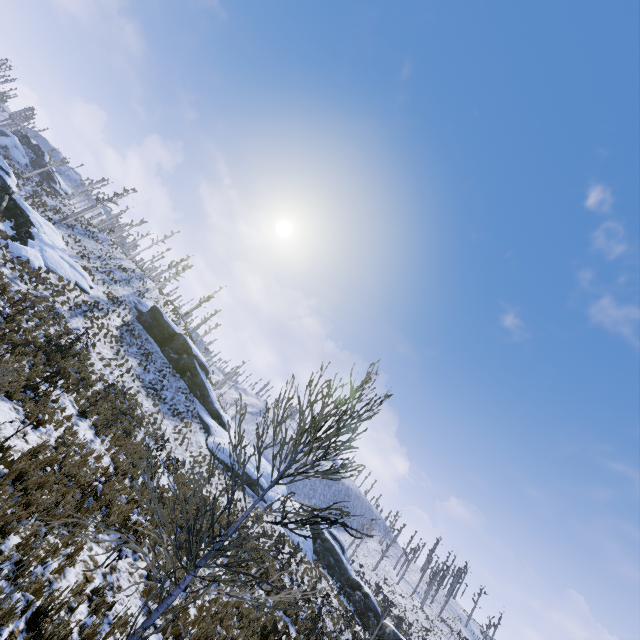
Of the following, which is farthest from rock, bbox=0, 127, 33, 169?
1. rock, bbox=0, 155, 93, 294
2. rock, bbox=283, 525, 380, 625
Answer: rock, bbox=283, 525, 380, 625

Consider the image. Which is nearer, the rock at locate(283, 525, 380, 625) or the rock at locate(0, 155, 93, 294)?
the rock at locate(0, 155, 93, 294)

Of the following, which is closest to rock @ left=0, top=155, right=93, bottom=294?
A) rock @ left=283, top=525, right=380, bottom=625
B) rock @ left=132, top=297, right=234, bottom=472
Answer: rock @ left=132, top=297, right=234, bottom=472

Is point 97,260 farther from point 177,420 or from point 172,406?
point 177,420

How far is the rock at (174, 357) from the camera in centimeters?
3074cm

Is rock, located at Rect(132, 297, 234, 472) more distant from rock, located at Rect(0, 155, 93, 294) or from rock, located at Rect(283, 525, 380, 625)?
rock, located at Rect(283, 525, 380, 625)

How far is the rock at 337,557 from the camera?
28.2 meters

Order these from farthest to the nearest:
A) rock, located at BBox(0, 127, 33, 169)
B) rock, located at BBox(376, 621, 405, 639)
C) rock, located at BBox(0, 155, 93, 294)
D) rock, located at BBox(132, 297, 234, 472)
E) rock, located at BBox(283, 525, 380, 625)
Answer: rock, located at BBox(0, 127, 33, 169) → rock, located at BBox(132, 297, 234, 472) → rock, located at BBox(283, 525, 380, 625) → rock, located at BBox(376, 621, 405, 639) → rock, located at BBox(0, 155, 93, 294)
